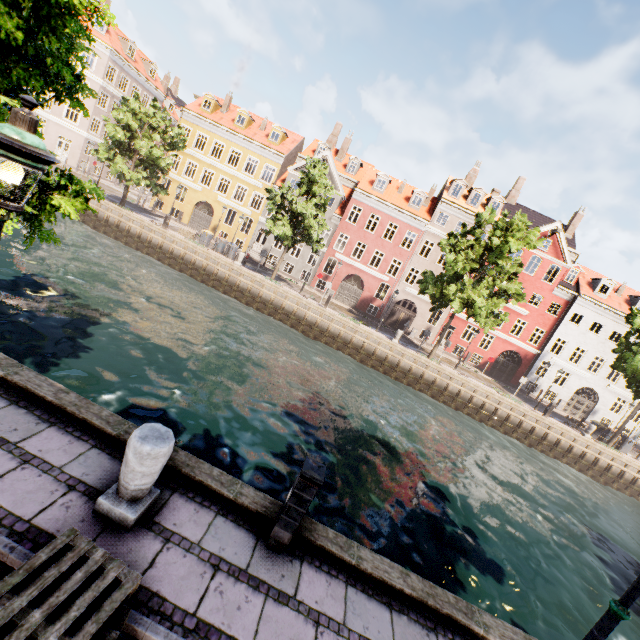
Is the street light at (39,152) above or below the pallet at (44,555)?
above

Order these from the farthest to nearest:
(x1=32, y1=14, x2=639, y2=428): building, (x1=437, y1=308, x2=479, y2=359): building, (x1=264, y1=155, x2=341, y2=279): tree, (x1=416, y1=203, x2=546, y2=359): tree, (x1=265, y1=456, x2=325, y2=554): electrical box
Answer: (x1=437, y1=308, x2=479, y2=359): building, (x1=32, y1=14, x2=639, y2=428): building, (x1=264, y1=155, x2=341, y2=279): tree, (x1=416, y1=203, x2=546, y2=359): tree, (x1=265, y1=456, x2=325, y2=554): electrical box

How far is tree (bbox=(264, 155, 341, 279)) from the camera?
22.8m

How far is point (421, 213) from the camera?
32.0m

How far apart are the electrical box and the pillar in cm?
156

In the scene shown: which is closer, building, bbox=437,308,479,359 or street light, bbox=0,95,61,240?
street light, bbox=0,95,61,240

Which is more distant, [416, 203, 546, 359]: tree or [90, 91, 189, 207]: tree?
[90, 91, 189, 207]: tree

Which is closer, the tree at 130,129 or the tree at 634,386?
the tree at 634,386
